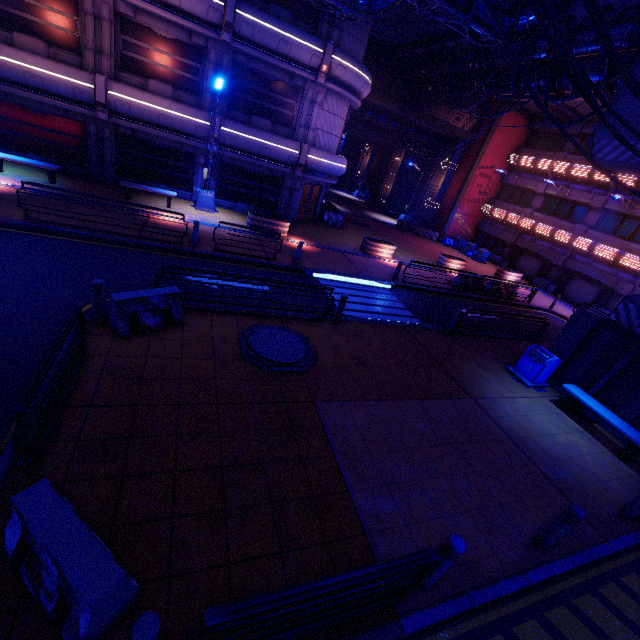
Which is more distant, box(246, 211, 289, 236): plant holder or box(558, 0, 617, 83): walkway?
box(246, 211, 289, 236): plant holder

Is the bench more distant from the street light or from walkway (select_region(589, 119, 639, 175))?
the street light

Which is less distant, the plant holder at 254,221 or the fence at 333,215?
the plant holder at 254,221

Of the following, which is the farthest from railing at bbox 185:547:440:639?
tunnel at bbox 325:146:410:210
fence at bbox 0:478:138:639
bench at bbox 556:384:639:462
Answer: tunnel at bbox 325:146:410:210

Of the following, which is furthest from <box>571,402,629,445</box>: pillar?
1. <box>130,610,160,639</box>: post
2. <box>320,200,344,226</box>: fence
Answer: <box>320,200,344,226</box>: fence

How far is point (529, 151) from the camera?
29.0 meters

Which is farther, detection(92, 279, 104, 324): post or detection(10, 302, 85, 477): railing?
detection(92, 279, 104, 324): post

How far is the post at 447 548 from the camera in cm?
410
